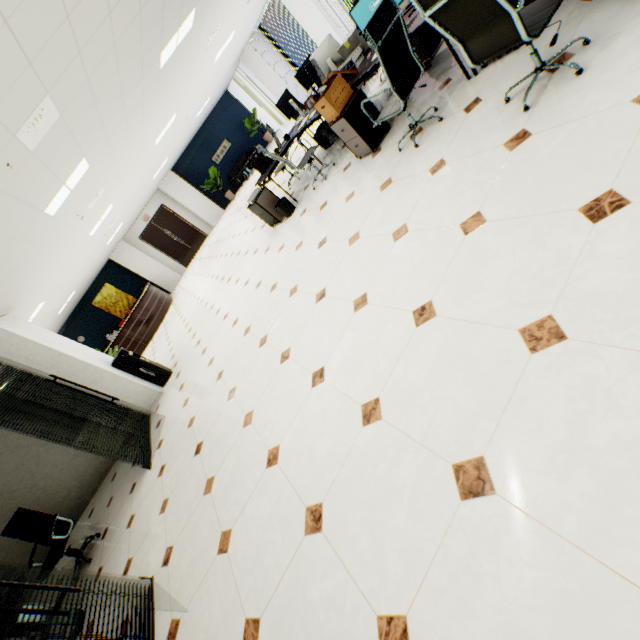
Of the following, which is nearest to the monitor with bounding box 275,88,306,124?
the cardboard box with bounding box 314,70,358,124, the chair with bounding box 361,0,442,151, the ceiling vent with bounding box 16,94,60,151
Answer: the cardboard box with bounding box 314,70,358,124

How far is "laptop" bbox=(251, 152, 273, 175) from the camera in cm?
606

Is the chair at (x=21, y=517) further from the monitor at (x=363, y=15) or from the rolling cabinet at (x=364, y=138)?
the monitor at (x=363, y=15)

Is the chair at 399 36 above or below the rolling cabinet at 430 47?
above

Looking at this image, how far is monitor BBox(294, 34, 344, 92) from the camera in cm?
502

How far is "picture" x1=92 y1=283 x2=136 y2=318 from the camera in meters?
14.9

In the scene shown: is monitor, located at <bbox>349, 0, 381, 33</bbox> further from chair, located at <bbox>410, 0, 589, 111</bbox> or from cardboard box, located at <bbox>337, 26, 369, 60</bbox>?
chair, located at <bbox>410, 0, 589, 111</bbox>

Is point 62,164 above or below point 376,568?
above
